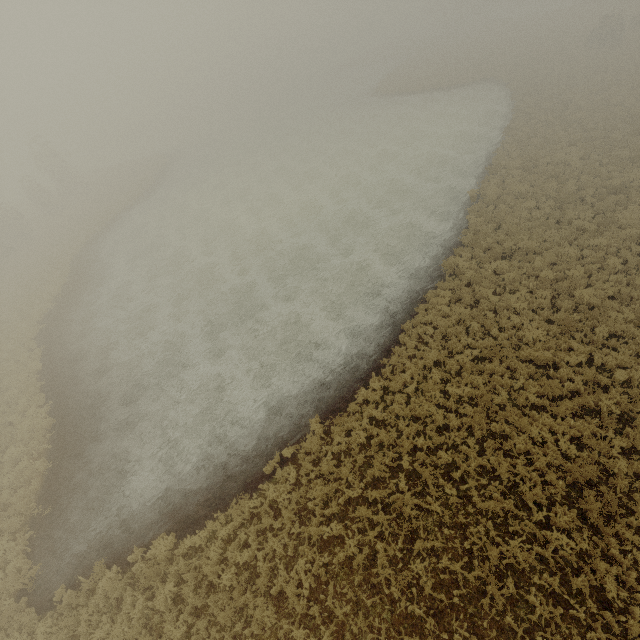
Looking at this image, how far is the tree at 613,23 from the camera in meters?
33.3 m

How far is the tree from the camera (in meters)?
33.31

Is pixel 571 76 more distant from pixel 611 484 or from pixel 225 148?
pixel 225 148
